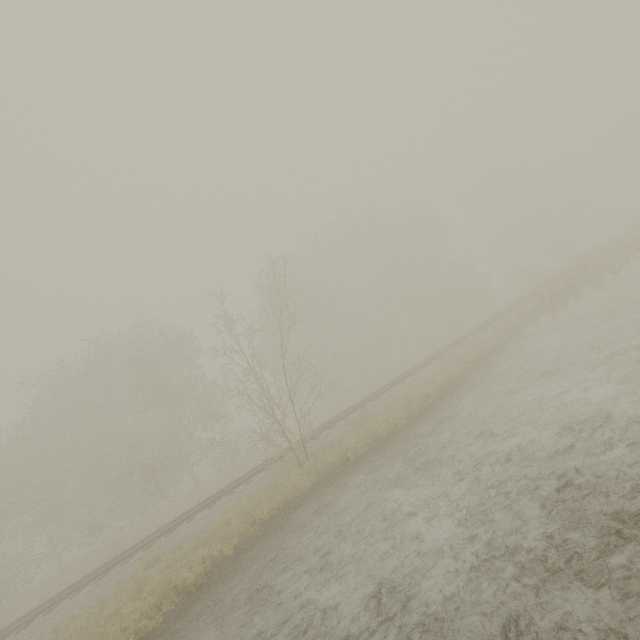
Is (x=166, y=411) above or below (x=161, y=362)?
below
